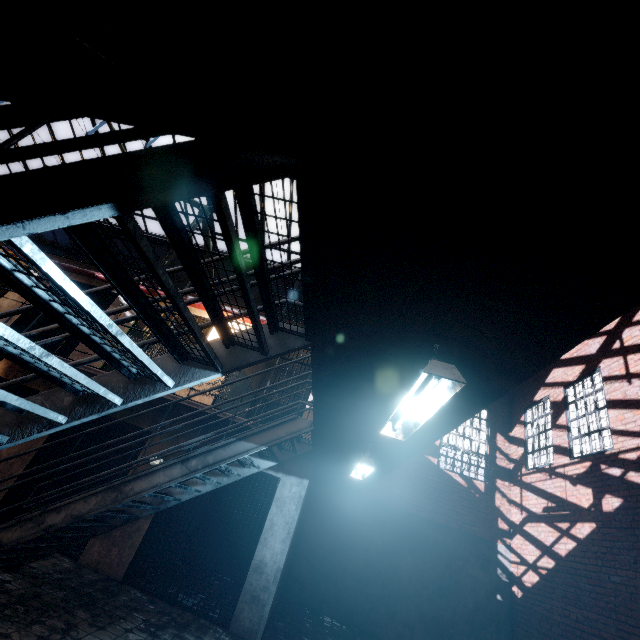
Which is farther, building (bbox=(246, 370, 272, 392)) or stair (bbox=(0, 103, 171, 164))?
building (bbox=(246, 370, 272, 392))

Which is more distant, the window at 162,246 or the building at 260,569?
the window at 162,246

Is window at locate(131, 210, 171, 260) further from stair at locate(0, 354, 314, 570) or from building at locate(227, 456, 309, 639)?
building at locate(227, 456, 309, 639)

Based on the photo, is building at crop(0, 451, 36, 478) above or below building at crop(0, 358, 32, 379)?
below

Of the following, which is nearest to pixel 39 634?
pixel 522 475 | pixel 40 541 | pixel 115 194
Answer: pixel 40 541

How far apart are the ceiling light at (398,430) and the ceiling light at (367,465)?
1.45m

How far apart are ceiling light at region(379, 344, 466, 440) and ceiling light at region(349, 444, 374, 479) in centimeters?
145cm

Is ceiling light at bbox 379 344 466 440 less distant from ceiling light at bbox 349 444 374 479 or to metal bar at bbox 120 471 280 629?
ceiling light at bbox 349 444 374 479
